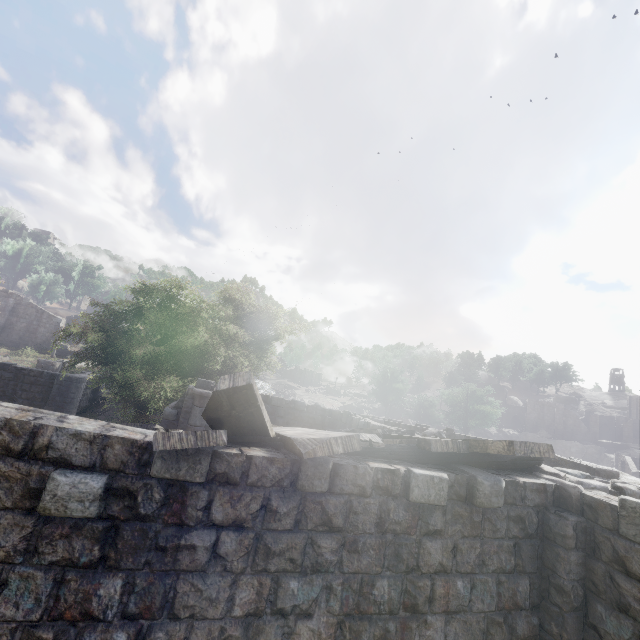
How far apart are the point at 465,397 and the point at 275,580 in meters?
61.4 m

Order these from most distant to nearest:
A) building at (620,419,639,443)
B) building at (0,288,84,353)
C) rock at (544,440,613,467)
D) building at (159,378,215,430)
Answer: building at (620,419,639,443) < rock at (544,440,613,467) < building at (0,288,84,353) < building at (159,378,215,430)

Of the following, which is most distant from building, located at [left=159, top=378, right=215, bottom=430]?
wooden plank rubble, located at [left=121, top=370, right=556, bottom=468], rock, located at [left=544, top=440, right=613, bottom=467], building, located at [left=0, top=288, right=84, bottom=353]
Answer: building, located at [left=0, top=288, right=84, bottom=353]

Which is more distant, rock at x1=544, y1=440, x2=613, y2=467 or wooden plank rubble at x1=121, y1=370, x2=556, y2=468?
rock at x1=544, y1=440, x2=613, y2=467

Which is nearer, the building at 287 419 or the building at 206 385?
the building at 287 419

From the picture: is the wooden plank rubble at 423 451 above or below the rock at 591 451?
above

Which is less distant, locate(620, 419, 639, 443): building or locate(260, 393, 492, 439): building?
locate(260, 393, 492, 439): building
